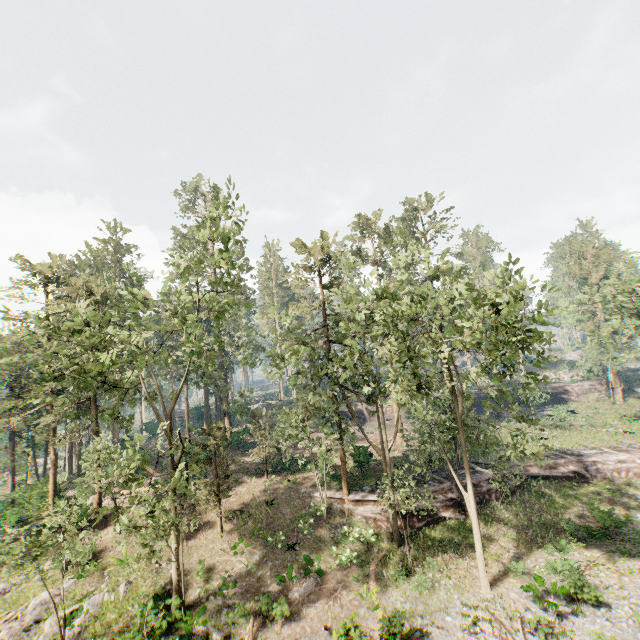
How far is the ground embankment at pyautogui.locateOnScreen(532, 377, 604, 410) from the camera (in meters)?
49.54

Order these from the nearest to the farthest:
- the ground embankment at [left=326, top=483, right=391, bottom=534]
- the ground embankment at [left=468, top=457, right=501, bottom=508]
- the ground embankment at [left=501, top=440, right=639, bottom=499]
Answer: →
1. the ground embankment at [left=326, top=483, right=391, bottom=534]
2. the ground embankment at [left=468, top=457, right=501, bottom=508]
3. the ground embankment at [left=501, top=440, right=639, bottom=499]

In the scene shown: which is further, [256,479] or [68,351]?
[256,479]

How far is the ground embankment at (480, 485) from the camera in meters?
25.3

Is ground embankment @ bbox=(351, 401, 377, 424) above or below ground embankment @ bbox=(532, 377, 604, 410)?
below

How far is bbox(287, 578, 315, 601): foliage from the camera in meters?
18.2 m

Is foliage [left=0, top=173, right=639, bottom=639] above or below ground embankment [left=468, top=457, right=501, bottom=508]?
above
